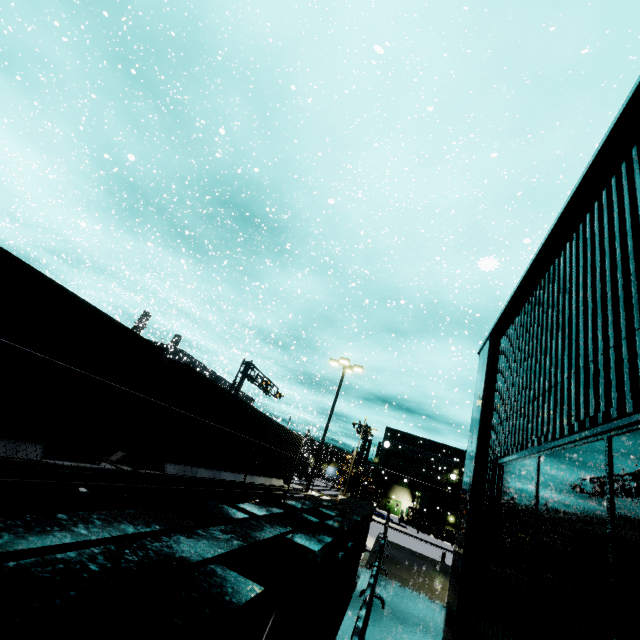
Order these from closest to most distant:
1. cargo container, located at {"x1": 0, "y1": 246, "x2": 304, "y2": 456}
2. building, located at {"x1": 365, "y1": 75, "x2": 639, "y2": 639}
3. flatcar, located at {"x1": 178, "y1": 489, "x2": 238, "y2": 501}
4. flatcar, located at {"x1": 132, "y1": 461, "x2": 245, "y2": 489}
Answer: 1. building, located at {"x1": 365, "y1": 75, "x2": 639, "y2": 639}
2. cargo container, located at {"x1": 0, "y1": 246, "x2": 304, "y2": 456}
3. flatcar, located at {"x1": 132, "y1": 461, "x2": 245, "y2": 489}
4. flatcar, located at {"x1": 178, "y1": 489, "x2": 238, "y2": 501}

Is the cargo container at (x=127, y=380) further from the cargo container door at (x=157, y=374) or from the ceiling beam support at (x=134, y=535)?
the ceiling beam support at (x=134, y=535)

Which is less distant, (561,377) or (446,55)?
(561,377)

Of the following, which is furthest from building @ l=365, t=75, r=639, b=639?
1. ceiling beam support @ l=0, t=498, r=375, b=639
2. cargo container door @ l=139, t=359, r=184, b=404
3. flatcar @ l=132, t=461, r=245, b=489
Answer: cargo container door @ l=139, t=359, r=184, b=404

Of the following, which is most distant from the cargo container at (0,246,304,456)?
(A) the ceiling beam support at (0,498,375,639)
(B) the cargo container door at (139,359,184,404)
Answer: (A) the ceiling beam support at (0,498,375,639)

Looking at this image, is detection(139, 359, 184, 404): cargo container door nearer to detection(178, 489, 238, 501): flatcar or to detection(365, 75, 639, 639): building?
detection(178, 489, 238, 501): flatcar

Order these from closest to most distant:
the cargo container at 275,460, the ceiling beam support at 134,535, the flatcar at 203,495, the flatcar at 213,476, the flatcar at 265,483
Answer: the ceiling beam support at 134,535 → the flatcar at 213,476 → the flatcar at 203,495 → the flatcar at 265,483 → the cargo container at 275,460

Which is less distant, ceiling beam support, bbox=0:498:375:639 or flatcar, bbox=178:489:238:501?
ceiling beam support, bbox=0:498:375:639
